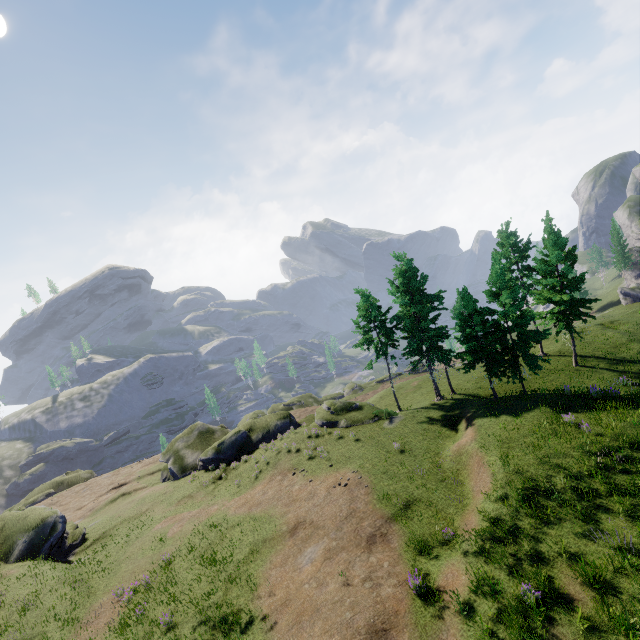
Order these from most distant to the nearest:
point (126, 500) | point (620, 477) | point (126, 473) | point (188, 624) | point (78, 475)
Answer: point (78, 475)
point (126, 473)
point (126, 500)
point (188, 624)
point (620, 477)
